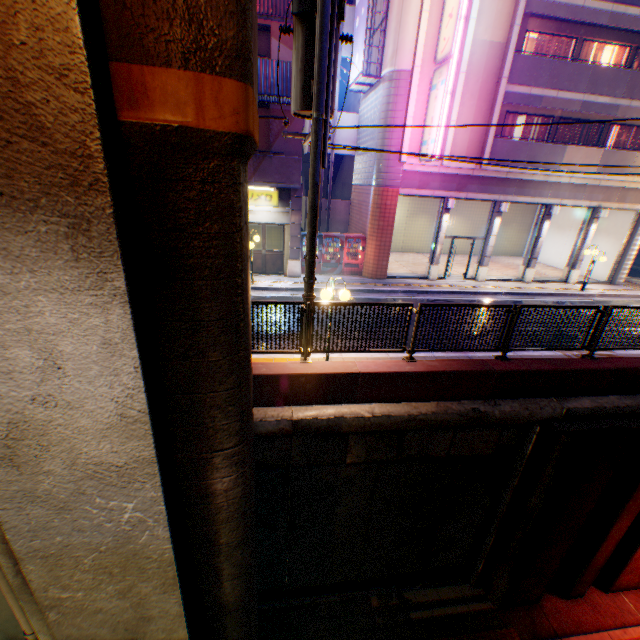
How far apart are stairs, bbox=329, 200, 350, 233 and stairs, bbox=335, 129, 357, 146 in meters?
0.6 m

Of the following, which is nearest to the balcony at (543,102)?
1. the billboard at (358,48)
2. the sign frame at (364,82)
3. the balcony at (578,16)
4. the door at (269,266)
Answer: the balcony at (578,16)

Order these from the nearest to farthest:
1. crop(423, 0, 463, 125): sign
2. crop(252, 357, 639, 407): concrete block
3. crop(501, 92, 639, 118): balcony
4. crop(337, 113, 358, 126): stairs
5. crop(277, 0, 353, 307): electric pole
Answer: crop(277, 0, 353, 307): electric pole < crop(252, 357, 639, 407): concrete block < crop(423, 0, 463, 125): sign < crop(501, 92, 639, 118): balcony < crop(337, 113, 358, 126): stairs

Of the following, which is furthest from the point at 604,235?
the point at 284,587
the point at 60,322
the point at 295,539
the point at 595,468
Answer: the point at 60,322

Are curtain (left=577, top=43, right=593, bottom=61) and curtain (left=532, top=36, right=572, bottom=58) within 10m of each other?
yes

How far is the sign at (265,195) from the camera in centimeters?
1452cm

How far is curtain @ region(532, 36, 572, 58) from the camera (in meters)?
14.92

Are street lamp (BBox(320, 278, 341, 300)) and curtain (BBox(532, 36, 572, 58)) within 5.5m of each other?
no
